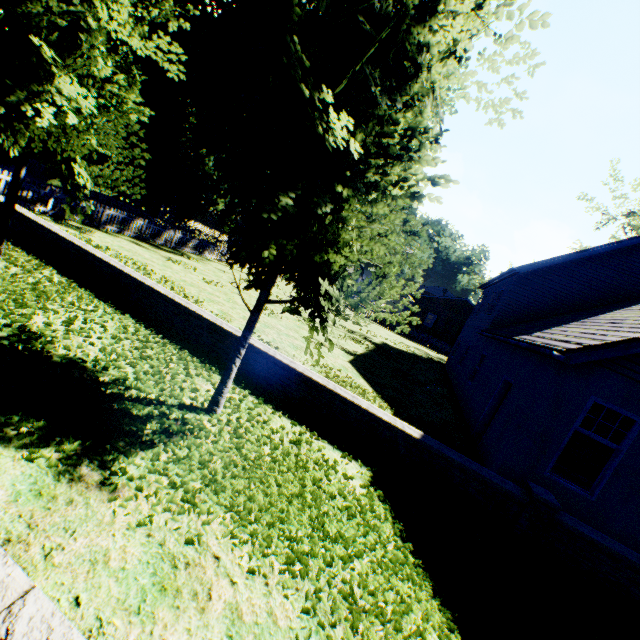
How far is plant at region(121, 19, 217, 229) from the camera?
22.8m

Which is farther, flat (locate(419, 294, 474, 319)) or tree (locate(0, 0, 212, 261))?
flat (locate(419, 294, 474, 319))

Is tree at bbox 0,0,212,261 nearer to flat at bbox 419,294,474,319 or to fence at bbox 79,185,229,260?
fence at bbox 79,185,229,260

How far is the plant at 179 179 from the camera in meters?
22.8 m

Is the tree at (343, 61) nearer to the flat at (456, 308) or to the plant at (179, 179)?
the plant at (179, 179)

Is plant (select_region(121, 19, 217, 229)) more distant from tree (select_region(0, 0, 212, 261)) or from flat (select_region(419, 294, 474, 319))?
flat (select_region(419, 294, 474, 319))

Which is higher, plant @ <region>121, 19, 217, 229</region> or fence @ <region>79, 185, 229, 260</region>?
plant @ <region>121, 19, 217, 229</region>

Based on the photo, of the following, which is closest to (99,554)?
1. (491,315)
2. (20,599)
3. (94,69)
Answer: (20,599)
